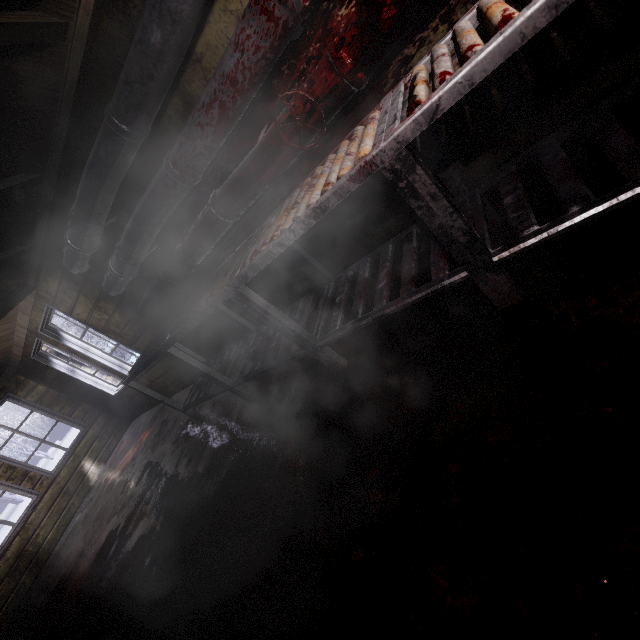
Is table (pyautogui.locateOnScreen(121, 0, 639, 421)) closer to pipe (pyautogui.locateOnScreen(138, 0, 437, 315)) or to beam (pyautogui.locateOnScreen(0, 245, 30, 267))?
pipe (pyautogui.locateOnScreen(138, 0, 437, 315))

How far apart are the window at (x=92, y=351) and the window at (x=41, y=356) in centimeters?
23cm

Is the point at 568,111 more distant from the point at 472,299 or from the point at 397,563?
the point at 397,563

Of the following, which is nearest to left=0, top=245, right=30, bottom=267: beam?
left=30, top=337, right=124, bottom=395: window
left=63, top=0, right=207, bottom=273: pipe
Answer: left=63, top=0, right=207, bottom=273: pipe

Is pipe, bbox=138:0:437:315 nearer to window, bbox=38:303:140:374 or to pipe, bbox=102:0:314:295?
pipe, bbox=102:0:314:295

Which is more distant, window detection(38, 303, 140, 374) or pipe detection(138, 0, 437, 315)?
window detection(38, 303, 140, 374)

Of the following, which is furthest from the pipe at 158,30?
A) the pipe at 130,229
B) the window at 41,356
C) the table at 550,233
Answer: the window at 41,356

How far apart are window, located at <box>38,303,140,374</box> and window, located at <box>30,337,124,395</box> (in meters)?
0.23
